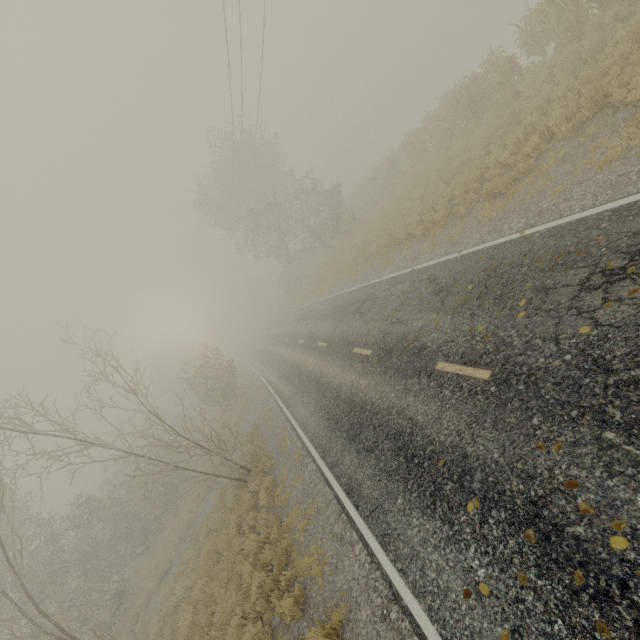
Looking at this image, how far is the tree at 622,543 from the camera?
3.0 meters

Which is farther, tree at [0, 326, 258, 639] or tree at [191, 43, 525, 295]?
tree at [191, 43, 525, 295]

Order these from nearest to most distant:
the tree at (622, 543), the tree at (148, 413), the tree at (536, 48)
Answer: the tree at (622, 543) → the tree at (148, 413) → the tree at (536, 48)

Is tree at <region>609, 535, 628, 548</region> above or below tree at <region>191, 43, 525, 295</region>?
below

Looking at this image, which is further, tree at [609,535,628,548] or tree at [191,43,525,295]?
tree at [191,43,525,295]

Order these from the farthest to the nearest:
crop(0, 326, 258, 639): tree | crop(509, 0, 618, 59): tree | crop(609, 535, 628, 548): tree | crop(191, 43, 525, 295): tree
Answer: crop(191, 43, 525, 295): tree → crop(509, 0, 618, 59): tree → crop(0, 326, 258, 639): tree → crop(609, 535, 628, 548): tree

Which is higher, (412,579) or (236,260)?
(236,260)
